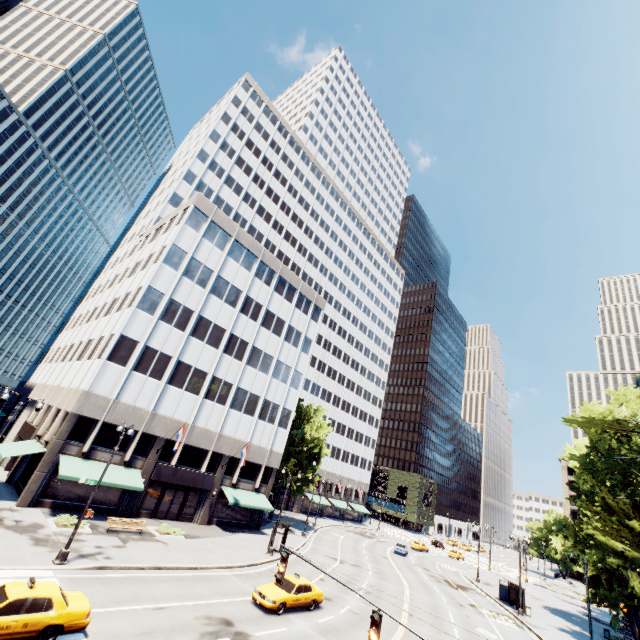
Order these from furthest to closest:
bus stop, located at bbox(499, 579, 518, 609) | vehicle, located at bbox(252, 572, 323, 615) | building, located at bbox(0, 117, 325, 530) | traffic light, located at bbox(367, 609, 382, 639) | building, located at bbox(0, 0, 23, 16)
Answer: building, located at bbox(0, 0, 23, 16) → bus stop, located at bbox(499, 579, 518, 609) → building, located at bbox(0, 117, 325, 530) → vehicle, located at bbox(252, 572, 323, 615) → traffic light, located at bbox(367, 609, 382, 639)

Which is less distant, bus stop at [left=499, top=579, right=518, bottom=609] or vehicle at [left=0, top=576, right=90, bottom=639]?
vehicle at [left=0, top=576, right=90, bottom=639]

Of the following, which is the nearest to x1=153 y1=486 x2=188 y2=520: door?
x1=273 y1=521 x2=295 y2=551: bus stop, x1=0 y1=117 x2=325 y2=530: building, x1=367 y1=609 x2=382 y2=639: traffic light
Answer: x1=0 y1=117 x2=325 y2=530: building

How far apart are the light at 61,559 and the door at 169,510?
14.1m

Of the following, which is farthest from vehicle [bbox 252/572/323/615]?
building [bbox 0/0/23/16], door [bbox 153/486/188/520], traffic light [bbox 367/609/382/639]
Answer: building [bbox 0/0/23/16]

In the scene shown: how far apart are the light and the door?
14.1 meters

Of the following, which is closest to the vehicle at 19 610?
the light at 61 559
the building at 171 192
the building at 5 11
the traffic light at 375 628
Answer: the light at 61 559

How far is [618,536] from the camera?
17.17m
